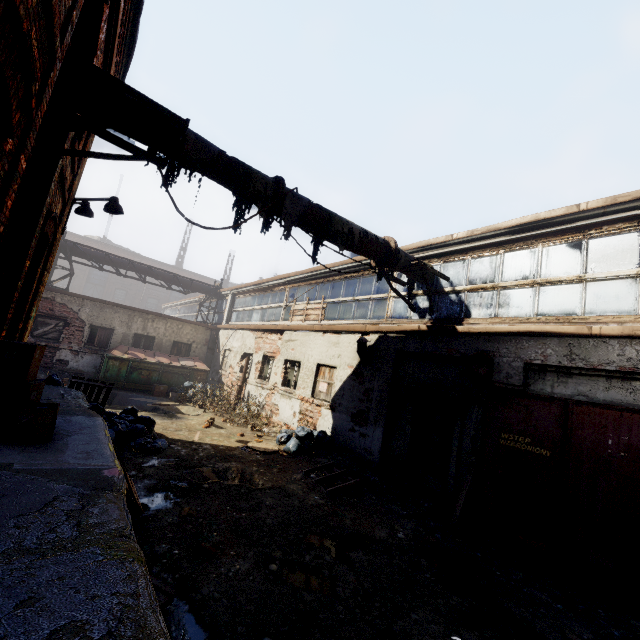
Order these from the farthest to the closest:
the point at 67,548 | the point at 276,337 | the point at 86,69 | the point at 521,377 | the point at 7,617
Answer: the point at 276,337 < the point at 521,377 < the point at 86,69 < the point at 67,548 < the point at 7,617

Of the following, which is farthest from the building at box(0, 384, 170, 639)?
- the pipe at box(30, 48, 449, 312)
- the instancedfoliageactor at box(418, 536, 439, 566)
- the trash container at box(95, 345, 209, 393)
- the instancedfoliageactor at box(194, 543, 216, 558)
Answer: the trash container at box(95, 345, 209, 393)

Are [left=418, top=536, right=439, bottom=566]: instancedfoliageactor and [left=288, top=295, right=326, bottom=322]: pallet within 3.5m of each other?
no

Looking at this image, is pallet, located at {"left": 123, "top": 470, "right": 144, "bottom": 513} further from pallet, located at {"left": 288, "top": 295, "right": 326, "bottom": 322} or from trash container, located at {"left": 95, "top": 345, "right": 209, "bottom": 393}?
trash container, located at {"left": 95, "top": 345, "right": 209, "bottom": 393}

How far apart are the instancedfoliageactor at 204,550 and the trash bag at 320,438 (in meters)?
4.89

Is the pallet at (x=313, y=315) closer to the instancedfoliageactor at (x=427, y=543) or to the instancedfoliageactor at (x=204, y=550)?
the instancedfoliageactor at (x=427, y=543)

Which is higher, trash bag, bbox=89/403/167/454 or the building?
the building

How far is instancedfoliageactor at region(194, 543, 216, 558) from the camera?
3.8 meters
